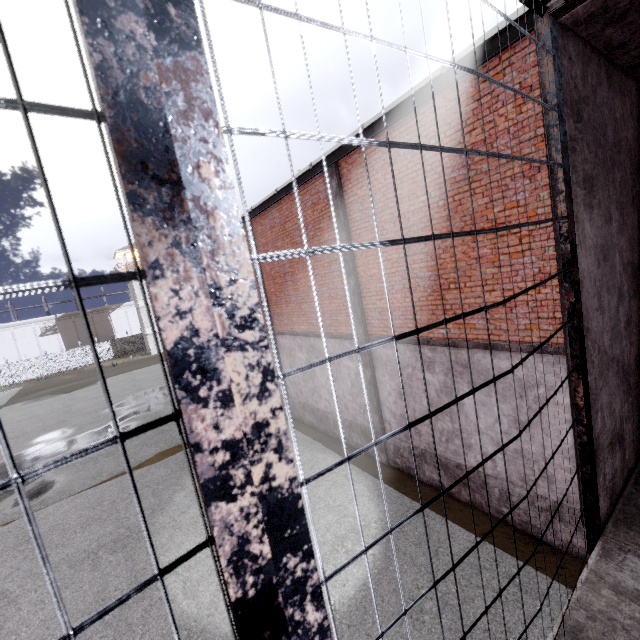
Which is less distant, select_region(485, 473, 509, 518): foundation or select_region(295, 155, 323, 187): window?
select_region(485, 473, 509, 518): foundation

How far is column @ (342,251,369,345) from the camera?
9.0m

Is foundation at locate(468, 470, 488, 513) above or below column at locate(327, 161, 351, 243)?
below

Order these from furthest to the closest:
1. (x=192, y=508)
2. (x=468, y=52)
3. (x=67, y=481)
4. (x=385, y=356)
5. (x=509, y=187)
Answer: (x=67, y=481) → (x=192, y=508) → (x=385, y=356) → (x=509, y=187) → (x=468, y=52)

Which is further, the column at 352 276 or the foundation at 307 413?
the foundation at 307 413

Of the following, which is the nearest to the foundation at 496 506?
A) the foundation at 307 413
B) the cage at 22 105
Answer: the foundation at 307 413

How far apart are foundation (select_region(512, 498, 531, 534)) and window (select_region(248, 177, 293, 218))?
7.7m

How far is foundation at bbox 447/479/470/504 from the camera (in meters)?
7.64
